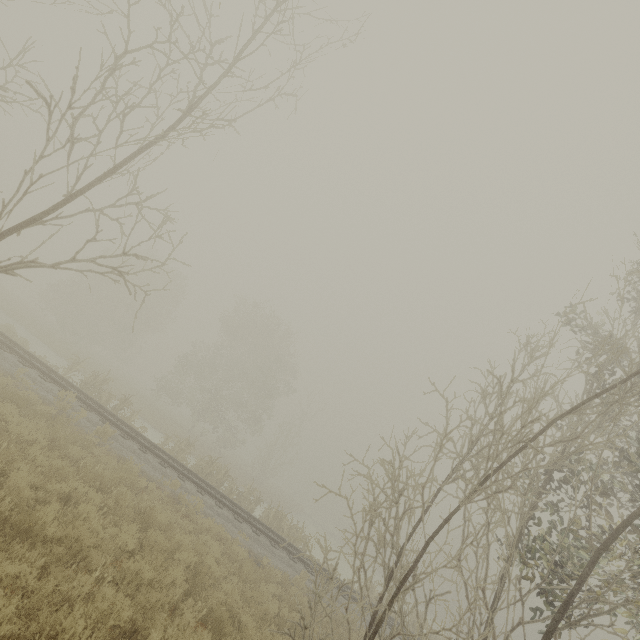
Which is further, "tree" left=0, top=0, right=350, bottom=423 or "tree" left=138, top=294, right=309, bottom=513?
"tree" left=138, top=294, right=309, bottom=513

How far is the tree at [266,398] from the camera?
19.8m

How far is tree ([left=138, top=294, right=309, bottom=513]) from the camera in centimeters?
1981cm

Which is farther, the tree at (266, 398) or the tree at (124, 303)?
the tree at (266, 398)

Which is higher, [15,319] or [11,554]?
[11,554]
